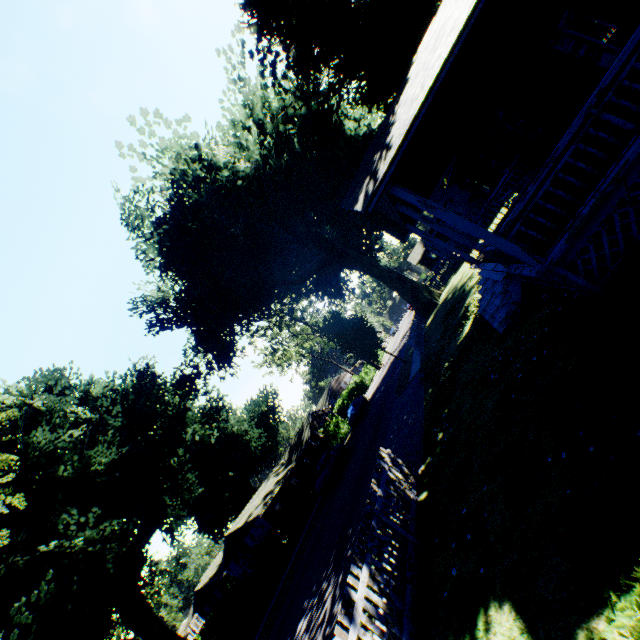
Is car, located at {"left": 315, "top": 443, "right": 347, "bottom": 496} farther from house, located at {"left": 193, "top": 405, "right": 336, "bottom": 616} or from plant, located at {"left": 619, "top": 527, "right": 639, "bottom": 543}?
house, located at {"left": 193, "top": 405, "right": 336, "bottom": 616}

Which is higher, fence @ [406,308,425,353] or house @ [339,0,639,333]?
house @ [339,0,639,333]

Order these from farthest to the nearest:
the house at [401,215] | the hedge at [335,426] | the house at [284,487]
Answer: the house at [284,487] < the hedge at [335,426] < the house at [401,215]

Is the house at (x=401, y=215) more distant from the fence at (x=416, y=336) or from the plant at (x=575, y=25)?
the fence at (x=416, y=336)

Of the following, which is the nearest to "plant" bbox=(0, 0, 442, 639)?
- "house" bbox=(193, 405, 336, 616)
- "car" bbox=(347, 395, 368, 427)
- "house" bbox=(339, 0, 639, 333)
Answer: "house" bbox=(339, 0, 639, 333)

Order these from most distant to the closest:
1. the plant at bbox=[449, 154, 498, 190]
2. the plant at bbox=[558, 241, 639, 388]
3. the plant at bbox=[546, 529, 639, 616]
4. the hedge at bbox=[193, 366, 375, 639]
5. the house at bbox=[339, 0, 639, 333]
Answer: the hedge at bbox=[193, 366, 375, 639] < the plant at bbox=[449, 154, 498, 190] < the house at bbox=[339, 0, 639, 333] < the plant at bbox=[558, 241, 639, 388] < the plant at bbox=[546, 529, 639, 616]

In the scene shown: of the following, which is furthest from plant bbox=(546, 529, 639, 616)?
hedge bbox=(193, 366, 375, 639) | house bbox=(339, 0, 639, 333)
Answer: hedge bbox=(193, 366, 375, 639)

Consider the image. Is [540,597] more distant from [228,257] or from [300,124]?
[228,257]
